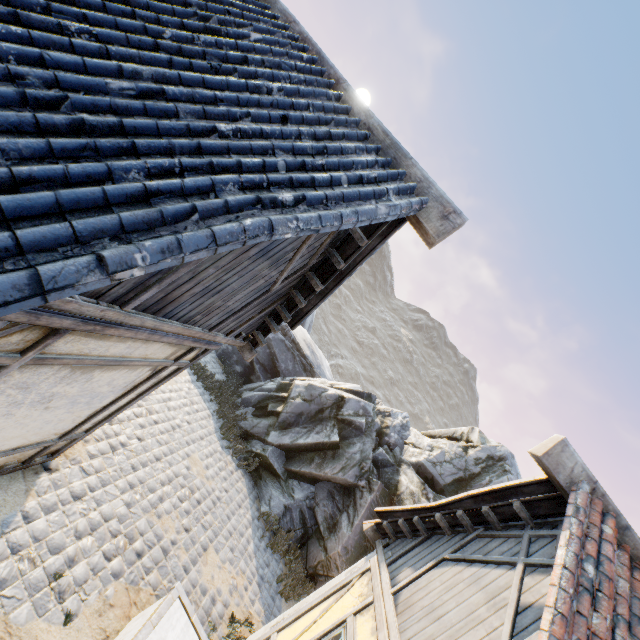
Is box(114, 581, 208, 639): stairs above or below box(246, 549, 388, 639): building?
below

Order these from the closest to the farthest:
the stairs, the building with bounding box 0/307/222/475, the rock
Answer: the building with bounding box 0/307/222/475 → the stairs → the rock

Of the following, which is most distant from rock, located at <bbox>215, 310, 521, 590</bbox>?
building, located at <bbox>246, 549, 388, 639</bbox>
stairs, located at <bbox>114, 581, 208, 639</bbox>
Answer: stairs, located at <bbox>114, 581, 208, 639</bbox>

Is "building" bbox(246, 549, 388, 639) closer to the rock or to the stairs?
the stairs

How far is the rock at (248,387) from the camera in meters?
9.3

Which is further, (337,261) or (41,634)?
(337,261)

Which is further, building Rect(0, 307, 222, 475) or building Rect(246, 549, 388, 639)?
building Rect(246, 549, 388, 639)

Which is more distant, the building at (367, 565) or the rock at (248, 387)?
the rock at (248, 387)
